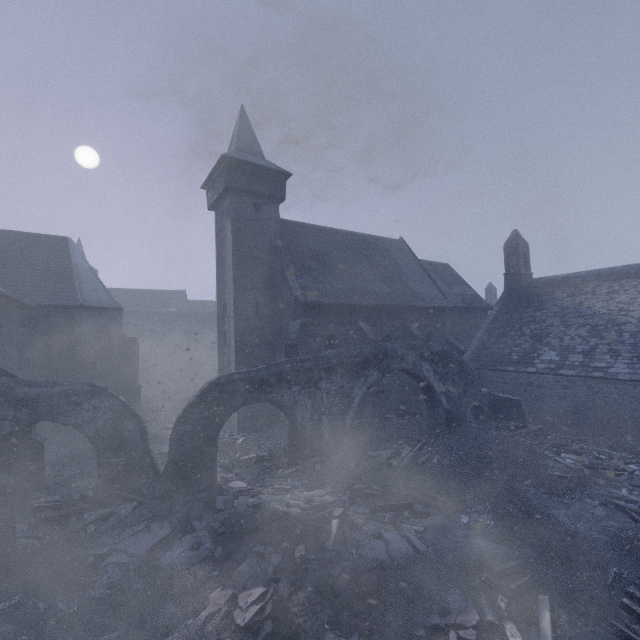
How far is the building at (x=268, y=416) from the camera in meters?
17.4 m

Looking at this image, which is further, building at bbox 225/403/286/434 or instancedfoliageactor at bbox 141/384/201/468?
building at bbox 225/403/286/434

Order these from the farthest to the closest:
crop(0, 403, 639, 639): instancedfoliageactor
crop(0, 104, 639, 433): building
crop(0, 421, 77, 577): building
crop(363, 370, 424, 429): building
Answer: crop(363, 370, 424, 429): building, crop(0, 104, 639, 433): building, crop(0, 421, 77, 577): building, crop(0, 403, 639, 639): instancedfoliageactor

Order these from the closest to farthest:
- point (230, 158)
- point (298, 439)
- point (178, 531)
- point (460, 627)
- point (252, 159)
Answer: point (460, 627) → point (178, 531) → point (298, 439) → point (230, 158) → point (252, 159)

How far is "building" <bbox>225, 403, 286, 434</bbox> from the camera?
17.42m

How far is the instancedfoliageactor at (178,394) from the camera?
15.6m

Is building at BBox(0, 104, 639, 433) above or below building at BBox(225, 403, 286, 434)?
above
